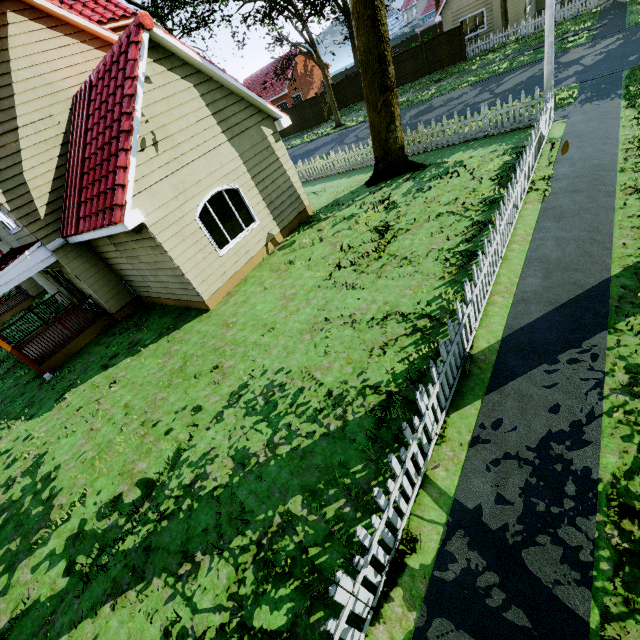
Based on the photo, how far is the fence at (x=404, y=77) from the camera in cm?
2671

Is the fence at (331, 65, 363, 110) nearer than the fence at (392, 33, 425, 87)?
No

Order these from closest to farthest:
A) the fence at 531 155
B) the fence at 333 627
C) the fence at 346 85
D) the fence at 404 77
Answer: the fence at 333 627 → the fence at 531 155 → the fence at 404 77 → the fence at 346 85

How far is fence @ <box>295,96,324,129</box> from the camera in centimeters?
3097cm

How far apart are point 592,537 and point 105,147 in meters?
11.7

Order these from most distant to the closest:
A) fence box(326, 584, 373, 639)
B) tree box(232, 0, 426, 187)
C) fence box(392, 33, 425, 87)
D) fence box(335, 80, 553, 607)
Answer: fence box(392, 33, 425, 87), tree box(232, 0, 426, 187), fence box(335, 80, 553, 607), fence box(326, 584, 373, 639)
